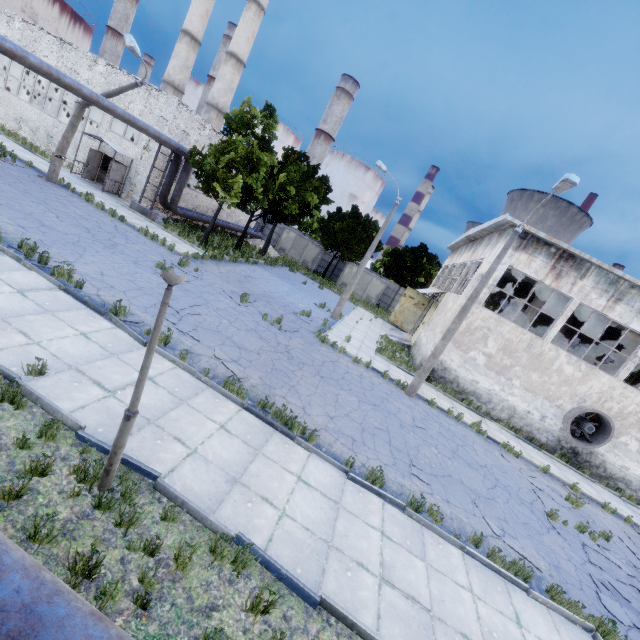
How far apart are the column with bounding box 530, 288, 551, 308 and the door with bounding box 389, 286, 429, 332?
9.65m

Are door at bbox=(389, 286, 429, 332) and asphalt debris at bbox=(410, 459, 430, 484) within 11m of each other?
no

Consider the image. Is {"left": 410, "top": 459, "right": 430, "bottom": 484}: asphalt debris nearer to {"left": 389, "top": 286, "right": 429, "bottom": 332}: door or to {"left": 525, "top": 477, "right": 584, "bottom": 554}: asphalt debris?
{"left": 525, "top": 477, "right": 584, "bottom": 554}: asphalt debris

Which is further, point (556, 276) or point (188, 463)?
point (556, 276)

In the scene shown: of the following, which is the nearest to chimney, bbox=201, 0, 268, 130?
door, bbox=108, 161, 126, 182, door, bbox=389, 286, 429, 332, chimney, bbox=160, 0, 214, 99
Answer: chimney, bbox=160, 0, 214, 99

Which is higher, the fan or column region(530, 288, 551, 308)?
column region(530, 288, 551, 308)

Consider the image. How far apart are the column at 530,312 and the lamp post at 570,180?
8.3 meters

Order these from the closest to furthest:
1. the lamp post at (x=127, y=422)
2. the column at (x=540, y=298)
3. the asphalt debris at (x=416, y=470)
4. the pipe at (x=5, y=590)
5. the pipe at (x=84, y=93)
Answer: the pipe at (x=5, y=590) → the lamp post at (x=127, y=422) → the asphalt debris at (x=416, y=470) → the pipe at (x=84, y=93) → the column at (x=540, y=298)
